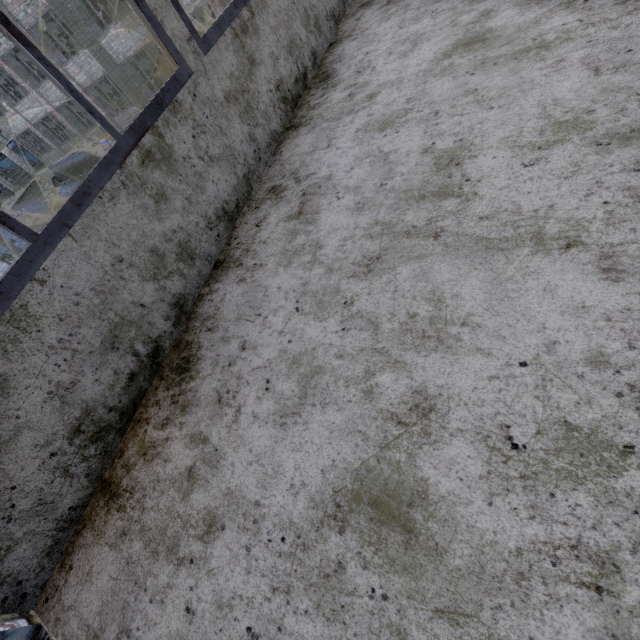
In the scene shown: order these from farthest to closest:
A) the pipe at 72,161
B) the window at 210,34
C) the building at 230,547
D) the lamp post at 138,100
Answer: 1. the pipe at 72,161
2. the lamp post at 138,100
3. the window at 210,34
4. the building at 230,547

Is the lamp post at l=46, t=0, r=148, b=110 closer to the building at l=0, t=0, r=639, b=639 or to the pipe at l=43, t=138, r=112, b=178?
the building at l=0, t=0, r=639, b=639

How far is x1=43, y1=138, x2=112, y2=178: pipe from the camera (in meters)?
24.06

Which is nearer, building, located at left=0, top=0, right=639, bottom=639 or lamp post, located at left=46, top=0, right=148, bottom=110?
building, located at left=0, top=0, right=639, bottom=639

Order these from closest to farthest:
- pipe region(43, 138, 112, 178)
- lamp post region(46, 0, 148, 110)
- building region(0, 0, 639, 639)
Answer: building region(0, 0, 639, 639)
lamp post region(46, 0, 148, 110)
pipe region(43, 138, 112, 178)

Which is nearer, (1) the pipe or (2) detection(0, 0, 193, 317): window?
(2) detection(0, 0, 193, 317): window

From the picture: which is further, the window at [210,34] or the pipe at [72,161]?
the pipe at [72,161]

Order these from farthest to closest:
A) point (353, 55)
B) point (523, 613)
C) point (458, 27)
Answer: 1. point (353, 55)
2. point (458, 27)
3. point (523, 613)
